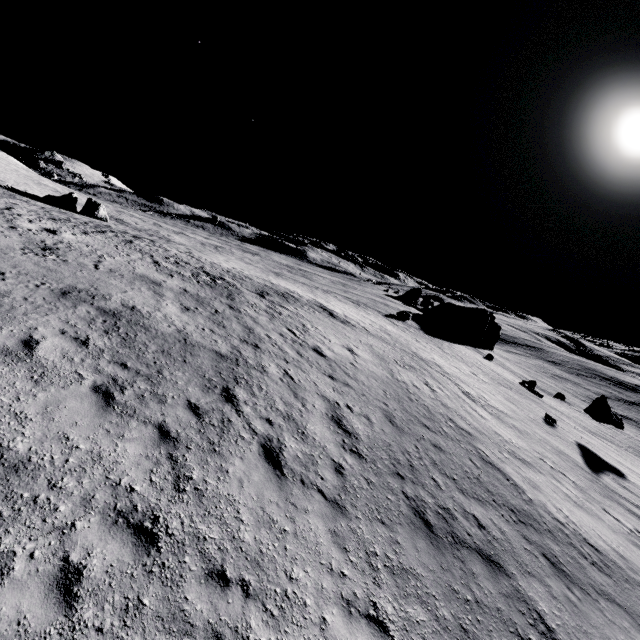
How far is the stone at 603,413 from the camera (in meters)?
26.91

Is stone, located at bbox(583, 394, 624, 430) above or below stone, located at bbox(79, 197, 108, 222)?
below

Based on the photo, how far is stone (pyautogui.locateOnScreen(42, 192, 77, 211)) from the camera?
35.8m

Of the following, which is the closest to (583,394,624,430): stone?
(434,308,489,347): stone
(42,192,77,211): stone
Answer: (434,308,489,347): stone

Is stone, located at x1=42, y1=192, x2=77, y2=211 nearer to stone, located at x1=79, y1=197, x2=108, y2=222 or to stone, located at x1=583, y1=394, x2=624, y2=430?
stone, located at x1=79, y1=197, x2=108, y2=222

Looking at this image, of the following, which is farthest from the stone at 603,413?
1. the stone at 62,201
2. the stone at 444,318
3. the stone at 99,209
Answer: the stone at 62,201

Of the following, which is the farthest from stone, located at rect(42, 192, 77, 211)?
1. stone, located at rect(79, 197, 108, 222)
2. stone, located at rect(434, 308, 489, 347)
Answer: stone, located at rect(434, 308, 489, 347)

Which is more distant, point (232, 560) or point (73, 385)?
point (73, 385)
